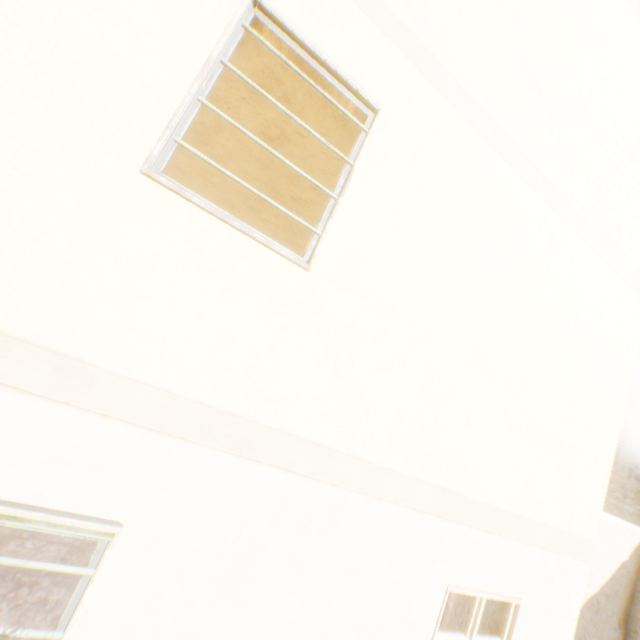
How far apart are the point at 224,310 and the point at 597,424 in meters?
4.3
